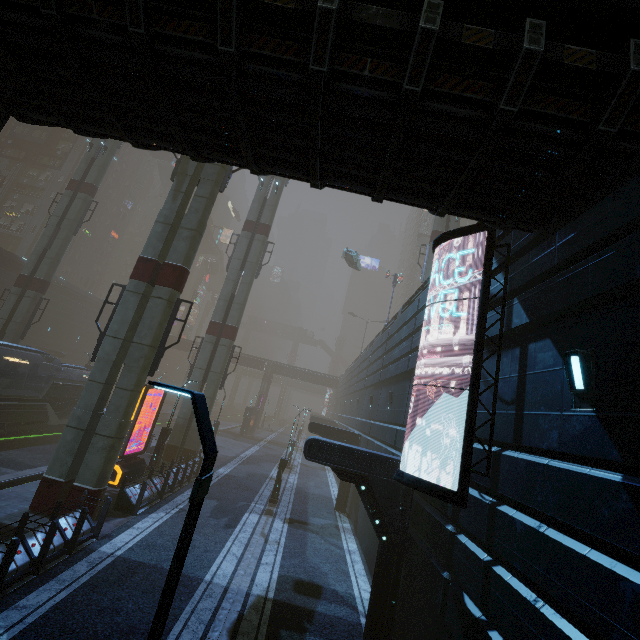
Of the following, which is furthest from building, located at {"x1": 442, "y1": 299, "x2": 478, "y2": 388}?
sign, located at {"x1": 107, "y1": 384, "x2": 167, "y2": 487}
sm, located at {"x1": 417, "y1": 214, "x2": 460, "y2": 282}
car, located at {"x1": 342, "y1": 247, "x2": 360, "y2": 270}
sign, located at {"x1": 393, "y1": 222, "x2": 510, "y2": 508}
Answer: car, located at {"x1": 342, "y1": 247, "x2": 360, "y2": 270}

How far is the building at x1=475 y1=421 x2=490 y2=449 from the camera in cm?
702

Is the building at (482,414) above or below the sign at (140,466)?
above

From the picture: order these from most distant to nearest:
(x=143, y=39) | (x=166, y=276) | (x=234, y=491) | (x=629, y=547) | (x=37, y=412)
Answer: (x=37, y=412) → (x=234, y=491) → (x=166, y=276) → (x=143, y=39) → (x=629, y=547)

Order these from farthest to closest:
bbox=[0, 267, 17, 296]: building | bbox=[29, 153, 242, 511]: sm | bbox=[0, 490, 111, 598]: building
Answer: bbox=[0, 267, 17, 296]: building, bbox=[29, 153, 242, 511]: sm, bbox=[0, 490, 111, 598]: building

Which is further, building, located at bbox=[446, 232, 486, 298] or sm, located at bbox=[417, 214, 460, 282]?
sm, located at bbox=[417, 214, 460, 282]

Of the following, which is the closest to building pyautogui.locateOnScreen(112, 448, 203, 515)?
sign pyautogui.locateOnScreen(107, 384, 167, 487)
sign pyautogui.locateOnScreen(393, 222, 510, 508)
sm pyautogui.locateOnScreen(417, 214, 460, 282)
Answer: sign pyautogui.locateOnScreen(393, 222, 510, 508)

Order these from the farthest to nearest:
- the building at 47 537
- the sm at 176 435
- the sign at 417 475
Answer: the sm at 176 435 → the building at 47 537 → the sign at 417 475
